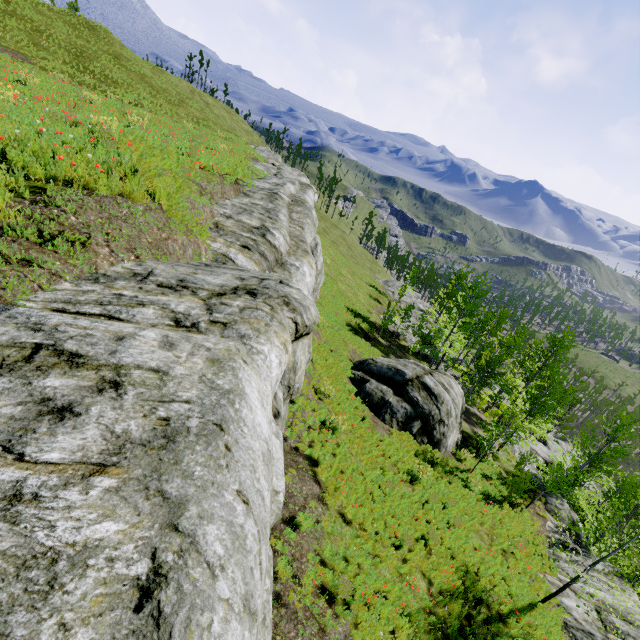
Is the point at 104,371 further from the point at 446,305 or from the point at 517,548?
the point at 446,305

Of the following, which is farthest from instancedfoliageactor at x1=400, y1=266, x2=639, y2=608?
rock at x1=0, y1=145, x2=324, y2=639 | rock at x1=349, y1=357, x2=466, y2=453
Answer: rock at x1=349, y1=357, x2=466, y2=453

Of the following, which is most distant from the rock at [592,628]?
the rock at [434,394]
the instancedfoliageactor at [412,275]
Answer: the rock at [434,394]

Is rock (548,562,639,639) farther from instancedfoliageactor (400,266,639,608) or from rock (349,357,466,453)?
rock (349,357,466,453)
